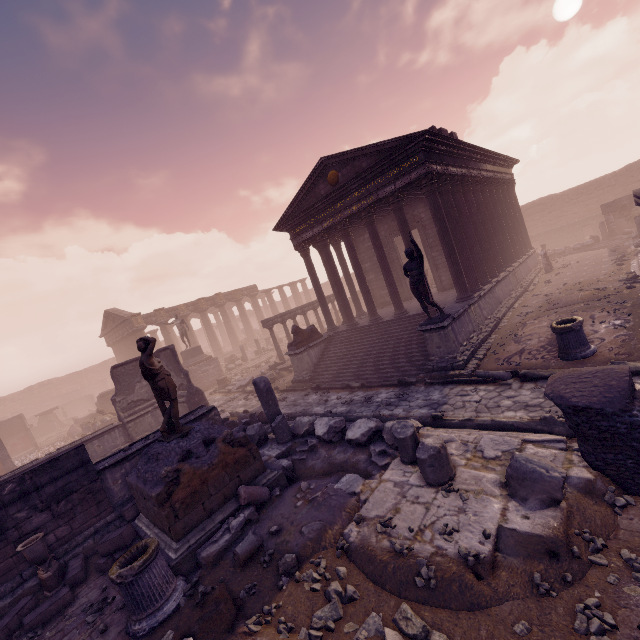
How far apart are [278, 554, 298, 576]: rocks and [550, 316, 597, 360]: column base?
7.95m

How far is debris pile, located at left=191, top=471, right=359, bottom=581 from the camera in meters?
5.0 m

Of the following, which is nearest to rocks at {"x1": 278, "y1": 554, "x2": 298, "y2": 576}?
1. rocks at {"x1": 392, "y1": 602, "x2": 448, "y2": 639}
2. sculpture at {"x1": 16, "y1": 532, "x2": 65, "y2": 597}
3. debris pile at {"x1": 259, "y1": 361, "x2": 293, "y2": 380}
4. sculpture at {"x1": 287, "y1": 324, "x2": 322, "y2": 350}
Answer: rocks at {"x1": 392, "y1": 602, "x2": 448, "y2": 639}

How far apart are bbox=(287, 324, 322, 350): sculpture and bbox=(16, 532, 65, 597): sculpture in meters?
10.1

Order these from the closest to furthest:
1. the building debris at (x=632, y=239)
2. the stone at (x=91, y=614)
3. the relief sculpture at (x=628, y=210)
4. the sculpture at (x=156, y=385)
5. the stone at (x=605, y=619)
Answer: the stone at (x=605, y=619)
the stone at (x=91, y=614)
the sculpture at (x=156, y=385)
the building debris at (x=632, y=239)
the relief sculpture at (x=628, y=210)

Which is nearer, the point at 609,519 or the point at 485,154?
the point at 609,519

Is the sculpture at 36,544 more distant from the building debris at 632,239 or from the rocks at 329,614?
the building debris at 632,239

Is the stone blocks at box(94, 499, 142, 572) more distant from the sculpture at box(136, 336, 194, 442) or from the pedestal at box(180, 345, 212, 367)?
the pedestal at box(180, 345, 212, 367)
